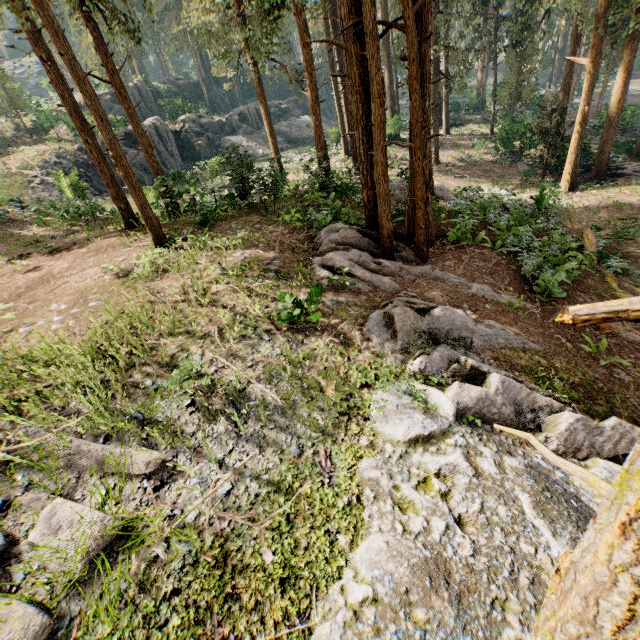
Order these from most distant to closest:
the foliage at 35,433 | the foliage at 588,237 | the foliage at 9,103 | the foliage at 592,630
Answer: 1. the foliage at 9,103
2. the foliage at 588,237
3. the foliage at 35,433
4. the foliage at 592,630

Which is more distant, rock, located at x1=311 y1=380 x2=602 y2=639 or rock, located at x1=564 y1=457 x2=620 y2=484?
rock, located at x1=564 y1=457 x2=620 y2=484

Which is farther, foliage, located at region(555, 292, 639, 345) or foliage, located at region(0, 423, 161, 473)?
foliage, located at region(0, 423, 161, 473)

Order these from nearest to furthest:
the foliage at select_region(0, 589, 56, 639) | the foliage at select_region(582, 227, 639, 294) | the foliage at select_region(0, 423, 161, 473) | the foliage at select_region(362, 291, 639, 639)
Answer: the foliage at select_region(362, 291, 639, 639)
the foliage at select_region(0, 589, 56, 639)
the foliage at select_region(0, 423, 161, 473)
the foliage at select_region(582, 227, 639, 294)

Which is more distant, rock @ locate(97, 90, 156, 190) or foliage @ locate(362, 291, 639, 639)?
rock @ locate(97, 90, 156, 190)

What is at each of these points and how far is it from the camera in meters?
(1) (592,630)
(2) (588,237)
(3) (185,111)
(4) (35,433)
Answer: (1) foliage, 2.1 m
(2) foliage, 13.9 m
(3) rock, 43.2 m
(4) foliage, 5.2 m

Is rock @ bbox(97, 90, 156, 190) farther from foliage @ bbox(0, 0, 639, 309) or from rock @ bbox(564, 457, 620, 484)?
rock @ bbox(564, 457, 620, 484)

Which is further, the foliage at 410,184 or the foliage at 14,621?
the foliage at 410,184
